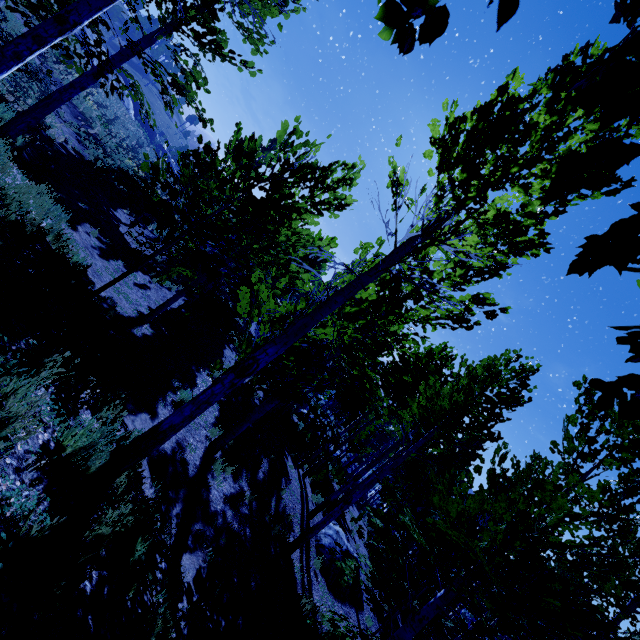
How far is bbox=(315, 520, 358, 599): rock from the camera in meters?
11.0

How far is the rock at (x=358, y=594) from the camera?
12.1 meters

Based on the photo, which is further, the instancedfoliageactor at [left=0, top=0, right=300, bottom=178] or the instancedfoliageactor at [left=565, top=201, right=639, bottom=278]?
the instancedfoliageactor at [left=0, top=0, right=300, bottom=178]

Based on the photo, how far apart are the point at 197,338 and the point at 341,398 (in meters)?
8.67

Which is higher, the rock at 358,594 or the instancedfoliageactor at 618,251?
the instancedfoliageactor at 618,251

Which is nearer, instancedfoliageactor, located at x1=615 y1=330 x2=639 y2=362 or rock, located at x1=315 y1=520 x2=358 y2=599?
instancedfoliageactor, located at x1=615 y1=330 x2=639 y2=362
